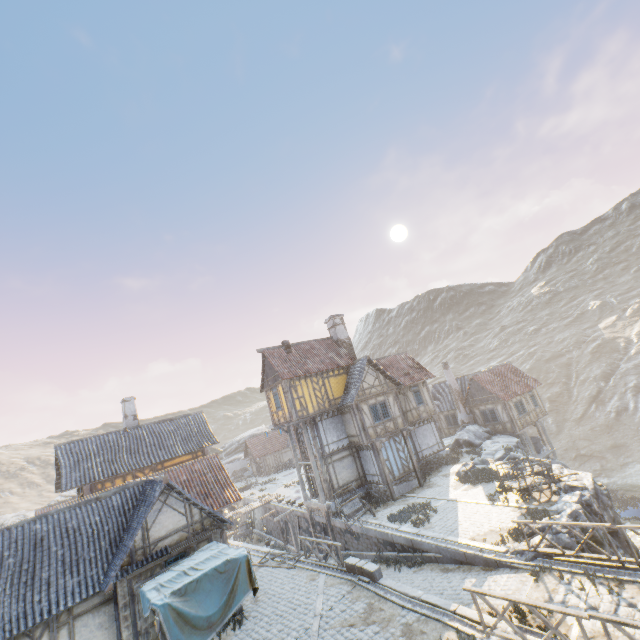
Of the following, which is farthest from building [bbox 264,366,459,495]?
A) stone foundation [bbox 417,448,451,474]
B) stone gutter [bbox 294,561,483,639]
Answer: stone gutter [bbox 294,561,483,639]

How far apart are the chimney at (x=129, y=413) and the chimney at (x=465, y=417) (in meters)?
29.64

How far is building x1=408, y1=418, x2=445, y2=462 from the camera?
26.3m

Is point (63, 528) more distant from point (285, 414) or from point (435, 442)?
point (435, 442)

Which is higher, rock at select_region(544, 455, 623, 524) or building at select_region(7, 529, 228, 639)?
building at select_region(7, 529, 228, 639)

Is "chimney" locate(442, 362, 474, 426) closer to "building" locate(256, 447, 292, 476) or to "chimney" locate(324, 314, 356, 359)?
"chimney" locate(324, 314, 356, 359)

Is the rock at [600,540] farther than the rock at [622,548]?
No

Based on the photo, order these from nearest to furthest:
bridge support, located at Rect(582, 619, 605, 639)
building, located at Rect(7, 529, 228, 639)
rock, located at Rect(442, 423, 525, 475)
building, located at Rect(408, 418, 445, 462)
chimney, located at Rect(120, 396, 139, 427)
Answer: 1. bridge support, located at Rect(582, 619, 605, 639)
2. building, located at Rect(7, 529, 228, 639)
3. rock, located at Rect(442, 423, 525, 475)
4. chimney, located at Rect(120, 396, 139, 427)
5. building, located at Rect(408, 418, 445, 462)
